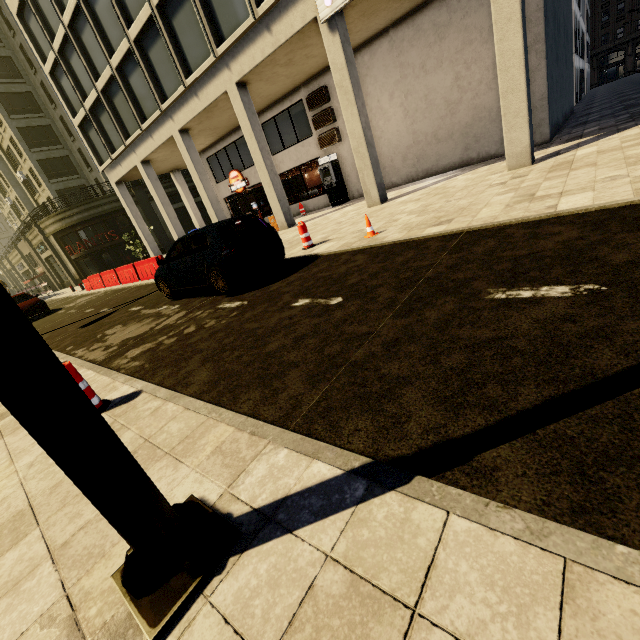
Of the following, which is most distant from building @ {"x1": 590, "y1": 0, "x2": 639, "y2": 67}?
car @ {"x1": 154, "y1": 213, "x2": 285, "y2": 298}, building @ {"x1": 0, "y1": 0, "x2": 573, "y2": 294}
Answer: car @ {"x1": 154, "y1": 213, "x2": 285, "y2": 298}

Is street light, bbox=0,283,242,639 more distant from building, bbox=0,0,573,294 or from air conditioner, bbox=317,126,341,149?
air conditioner, bbox=317,126,341,149

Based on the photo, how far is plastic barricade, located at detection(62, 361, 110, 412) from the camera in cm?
353

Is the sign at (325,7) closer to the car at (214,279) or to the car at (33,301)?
the car at (214,279)

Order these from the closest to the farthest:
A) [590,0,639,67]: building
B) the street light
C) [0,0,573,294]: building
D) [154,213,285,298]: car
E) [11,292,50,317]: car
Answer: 1. the street light
2. [154,213,285,298]: car
3. [0,0,573,294]: building
4. [11,292,50,317]: car
5. [590,0,639,67]: building

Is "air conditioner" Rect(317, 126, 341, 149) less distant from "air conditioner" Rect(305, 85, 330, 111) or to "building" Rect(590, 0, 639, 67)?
"air conditioner" Rect(305, 85, 330, 111)

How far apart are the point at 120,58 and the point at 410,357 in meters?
21.3

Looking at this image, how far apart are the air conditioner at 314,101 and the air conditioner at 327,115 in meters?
0.2 m
